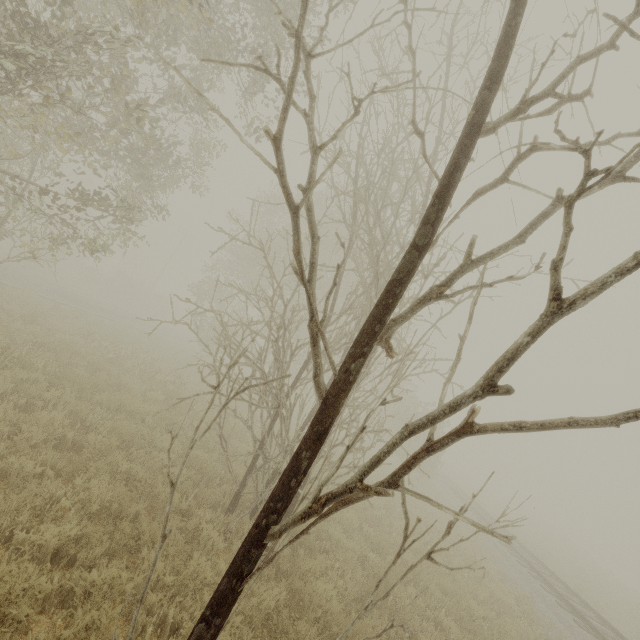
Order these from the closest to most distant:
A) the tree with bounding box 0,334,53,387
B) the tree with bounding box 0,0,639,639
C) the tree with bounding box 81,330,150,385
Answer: the tree with bounding box 0,0,639,639, the tree with bounding box 0,334,53,387, the tree with bounding box 81,330,150,385

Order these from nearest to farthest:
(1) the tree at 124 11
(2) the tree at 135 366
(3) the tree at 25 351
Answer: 1. (1) the tree at 124 11
2. (3) the tree at 25 351
3. (2) the tree at 135 366

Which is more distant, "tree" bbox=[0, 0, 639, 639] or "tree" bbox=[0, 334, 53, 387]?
"tree" bbox=[0, 334, 53, 387]

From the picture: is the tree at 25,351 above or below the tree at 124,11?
below

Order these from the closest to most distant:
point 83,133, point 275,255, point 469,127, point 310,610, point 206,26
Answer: point 469,127
point 310,610
point 206,26
point 83,133
point 275,255

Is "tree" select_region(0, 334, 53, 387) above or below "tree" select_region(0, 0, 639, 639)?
below

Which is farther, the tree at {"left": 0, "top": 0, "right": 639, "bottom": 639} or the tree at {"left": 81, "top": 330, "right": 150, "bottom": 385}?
the tree at {"left": 81, "top": 330, "right": 150, "bottom": 385}

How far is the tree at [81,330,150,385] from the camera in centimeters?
1184cm
